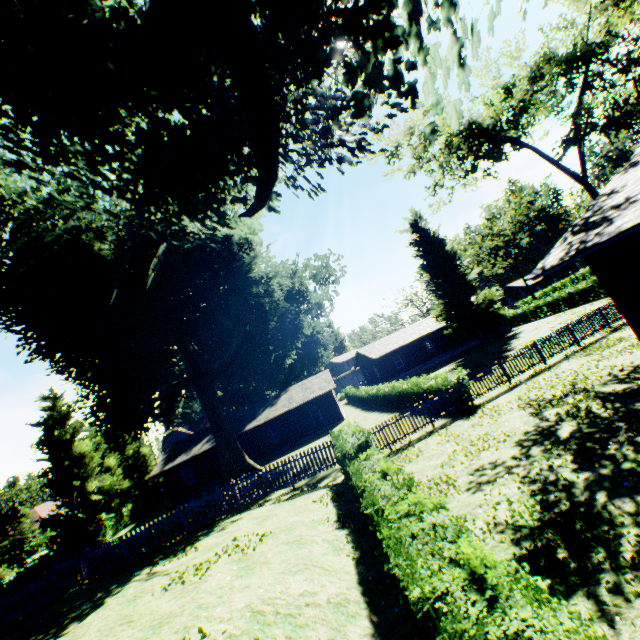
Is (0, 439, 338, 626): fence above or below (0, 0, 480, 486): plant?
below

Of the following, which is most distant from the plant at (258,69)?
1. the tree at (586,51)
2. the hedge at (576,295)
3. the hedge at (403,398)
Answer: the hedge at (576,295)

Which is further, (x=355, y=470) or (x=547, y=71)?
(x=547, y=71)

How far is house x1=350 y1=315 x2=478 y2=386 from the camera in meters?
42.6 m

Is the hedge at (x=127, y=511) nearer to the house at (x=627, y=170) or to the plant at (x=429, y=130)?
the plant at (x=429, y=130)

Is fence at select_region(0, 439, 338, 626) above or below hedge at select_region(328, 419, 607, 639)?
below

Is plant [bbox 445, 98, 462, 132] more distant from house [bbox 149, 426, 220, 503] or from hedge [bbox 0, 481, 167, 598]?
house [bbox 149, 426, 220, 503]

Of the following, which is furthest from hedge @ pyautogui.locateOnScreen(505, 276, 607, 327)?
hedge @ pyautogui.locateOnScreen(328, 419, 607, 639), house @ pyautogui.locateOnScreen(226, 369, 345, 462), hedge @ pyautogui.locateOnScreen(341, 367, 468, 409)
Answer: hedge @ pyautogui.locateOnScreen(328, 419, 607, 639)
